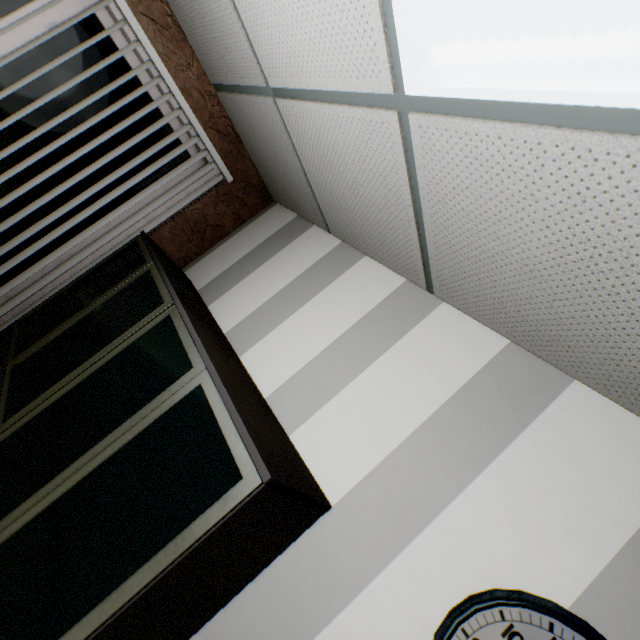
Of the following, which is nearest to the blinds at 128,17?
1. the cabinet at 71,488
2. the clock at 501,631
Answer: the cabinet at 71,488

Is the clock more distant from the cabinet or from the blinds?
the blinds

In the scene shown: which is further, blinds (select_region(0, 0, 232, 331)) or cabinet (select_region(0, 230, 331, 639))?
blinds (select_region(0, 0, 232, 331))

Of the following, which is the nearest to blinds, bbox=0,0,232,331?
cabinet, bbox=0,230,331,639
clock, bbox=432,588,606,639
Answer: cabinet, bbox=0,230,331,639

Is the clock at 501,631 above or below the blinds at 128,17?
below

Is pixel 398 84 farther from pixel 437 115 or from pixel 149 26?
pixel 149 26

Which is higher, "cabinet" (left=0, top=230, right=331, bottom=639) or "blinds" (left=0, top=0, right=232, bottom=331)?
"blinds" (left=0, top=0, right=232, bottom=331)

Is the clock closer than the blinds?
Yes
